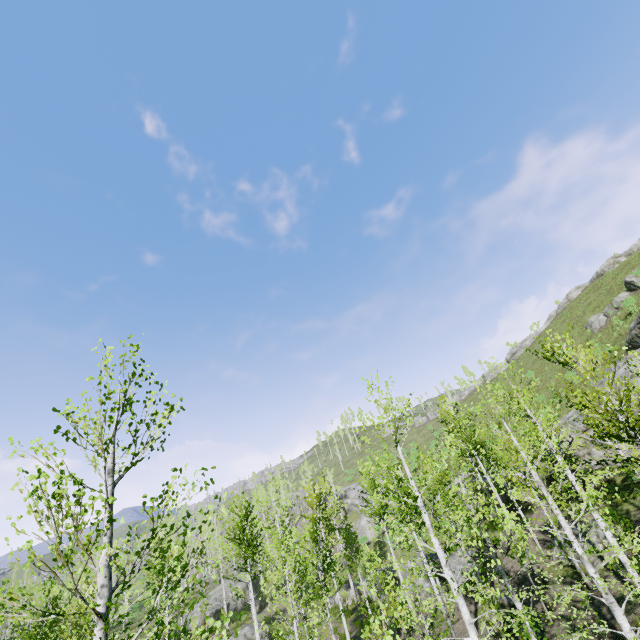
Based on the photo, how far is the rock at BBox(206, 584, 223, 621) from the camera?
35.3m

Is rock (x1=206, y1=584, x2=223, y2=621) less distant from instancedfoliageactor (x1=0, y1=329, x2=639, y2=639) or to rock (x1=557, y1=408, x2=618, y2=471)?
instancedfoliageactor (x1=0, y1=329, x2=639, y2=639)

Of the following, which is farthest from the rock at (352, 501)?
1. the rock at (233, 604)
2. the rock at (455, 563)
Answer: the rock at (233, 604)

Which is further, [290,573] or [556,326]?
[556,326]

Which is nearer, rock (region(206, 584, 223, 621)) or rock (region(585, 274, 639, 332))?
rock (region(585, 274, 639, 332))

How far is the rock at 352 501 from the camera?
44.3m

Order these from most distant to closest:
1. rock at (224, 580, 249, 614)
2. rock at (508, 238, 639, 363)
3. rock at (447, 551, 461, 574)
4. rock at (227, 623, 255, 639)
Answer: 1. rock at (508, 238, 639, 363)
2. rock at (224, 580, 249, 614)
3. rock at (227, 623, 255, 639)
4. rock at (447, 551, 461, 574)

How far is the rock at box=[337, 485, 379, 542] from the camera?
44.3m
